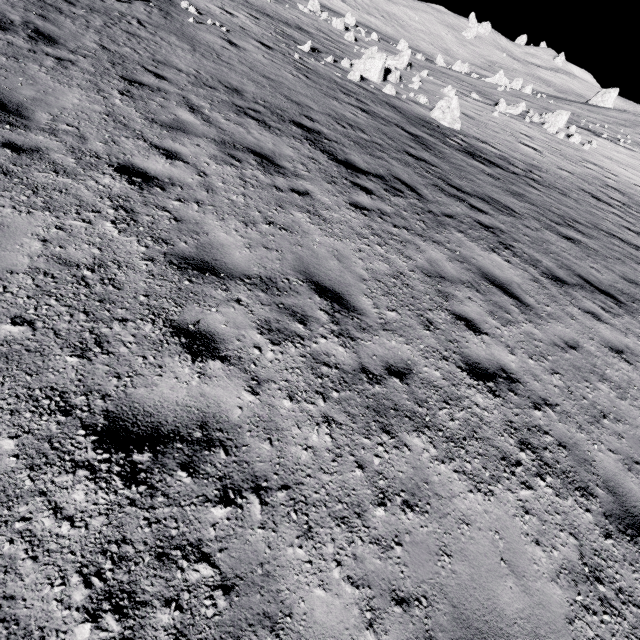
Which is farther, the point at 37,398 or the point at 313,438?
the point at 313,438

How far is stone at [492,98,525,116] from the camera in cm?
2555

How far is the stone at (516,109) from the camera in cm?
2555

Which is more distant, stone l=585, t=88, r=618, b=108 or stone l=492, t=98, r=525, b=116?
stone l=585, t=88, r=618, b=108

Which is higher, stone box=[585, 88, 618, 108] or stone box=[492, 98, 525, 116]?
stone box=[585, 88, 618, 108]

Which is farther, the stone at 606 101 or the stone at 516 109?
the stone at 606 101

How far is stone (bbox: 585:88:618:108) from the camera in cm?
4941
